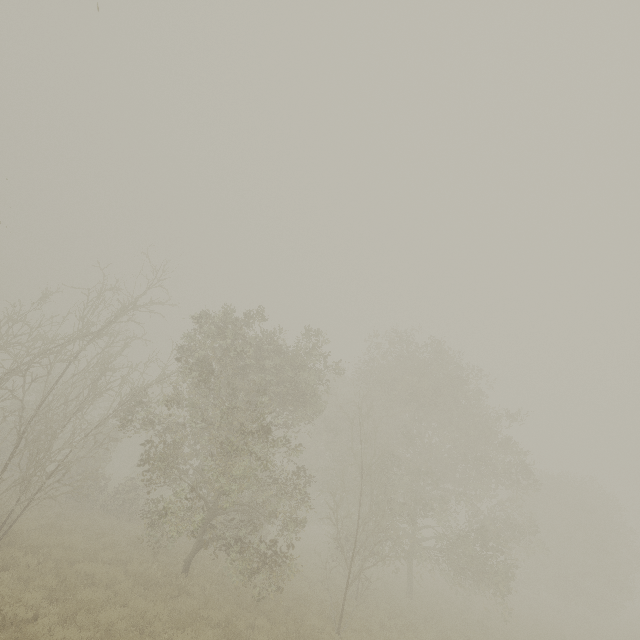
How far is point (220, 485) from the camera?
11.12m
